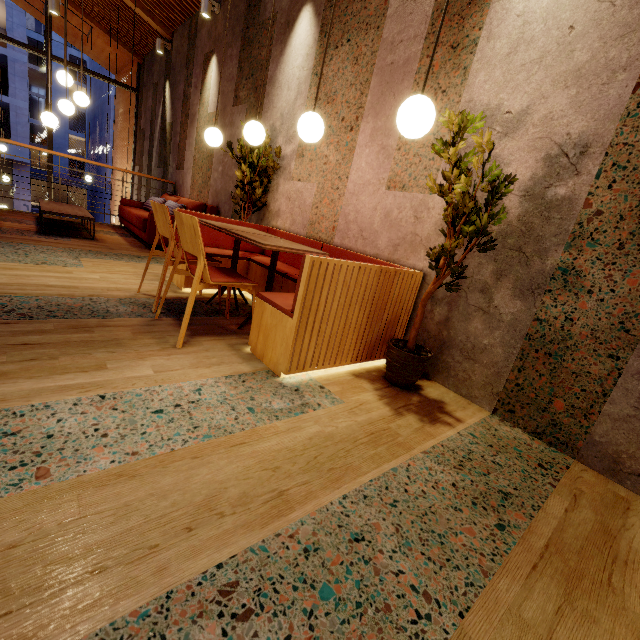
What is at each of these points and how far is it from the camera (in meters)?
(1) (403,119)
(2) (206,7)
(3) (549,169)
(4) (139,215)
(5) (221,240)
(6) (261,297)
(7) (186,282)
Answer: (1) lamp, 1.64
(2) lamp, 5.17
(3) building, 1.99
(4) couch, 5.21
(5) seat, 3.84
(6) seat, 2.21
(7) seat, 3.35

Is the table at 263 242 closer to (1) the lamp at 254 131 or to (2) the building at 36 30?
(1) the lamp at 254 131

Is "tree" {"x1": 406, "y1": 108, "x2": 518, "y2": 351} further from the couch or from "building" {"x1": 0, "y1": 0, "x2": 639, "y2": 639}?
the couch

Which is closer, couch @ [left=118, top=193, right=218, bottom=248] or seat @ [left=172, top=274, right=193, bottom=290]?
seat @ [left=172, top=274, right=193, bottom=290]

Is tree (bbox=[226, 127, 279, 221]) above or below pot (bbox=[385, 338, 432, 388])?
above

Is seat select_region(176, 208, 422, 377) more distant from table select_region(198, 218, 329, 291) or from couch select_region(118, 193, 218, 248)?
couch select_region(118, 193, 218, 248)

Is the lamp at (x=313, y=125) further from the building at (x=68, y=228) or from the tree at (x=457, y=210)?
the tree at (x=457, y=210)

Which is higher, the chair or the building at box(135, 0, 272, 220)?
the building at box(135, 0, 272, 220)
